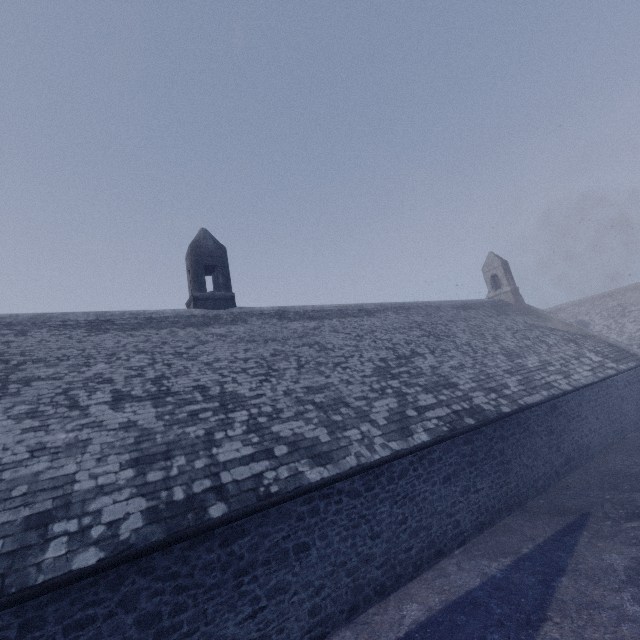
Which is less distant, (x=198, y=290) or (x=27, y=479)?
(x=27, y=479)
